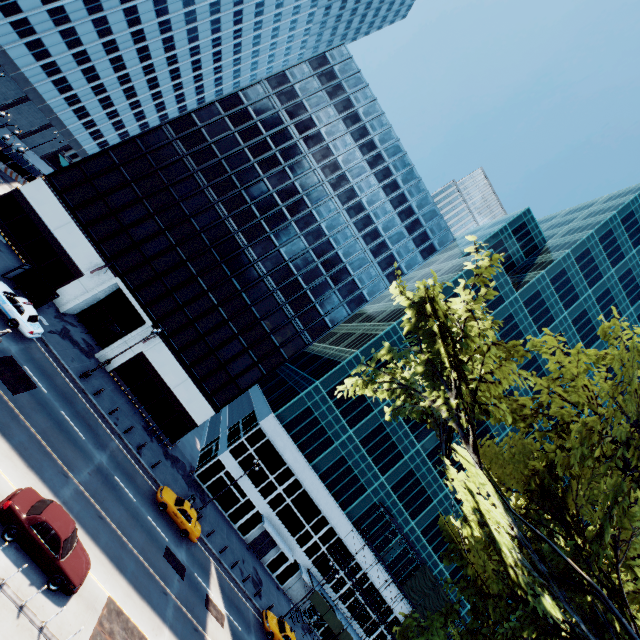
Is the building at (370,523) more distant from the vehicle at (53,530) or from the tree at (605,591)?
the tree at (605,591)

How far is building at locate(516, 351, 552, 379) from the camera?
49.8 meters

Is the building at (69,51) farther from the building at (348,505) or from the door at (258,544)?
the door at (258,544)

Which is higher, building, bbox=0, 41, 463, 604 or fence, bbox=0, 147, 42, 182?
building, bbox=0, 41, 463, 604

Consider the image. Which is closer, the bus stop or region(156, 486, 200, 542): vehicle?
region(156, 486, 200, 542): vehicle

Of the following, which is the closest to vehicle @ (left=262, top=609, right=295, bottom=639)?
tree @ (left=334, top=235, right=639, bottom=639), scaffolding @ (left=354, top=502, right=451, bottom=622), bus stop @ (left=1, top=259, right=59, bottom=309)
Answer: scaffolding @ (left=354, top=502, right=451, bottom=622)

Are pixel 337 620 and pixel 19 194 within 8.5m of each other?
no
